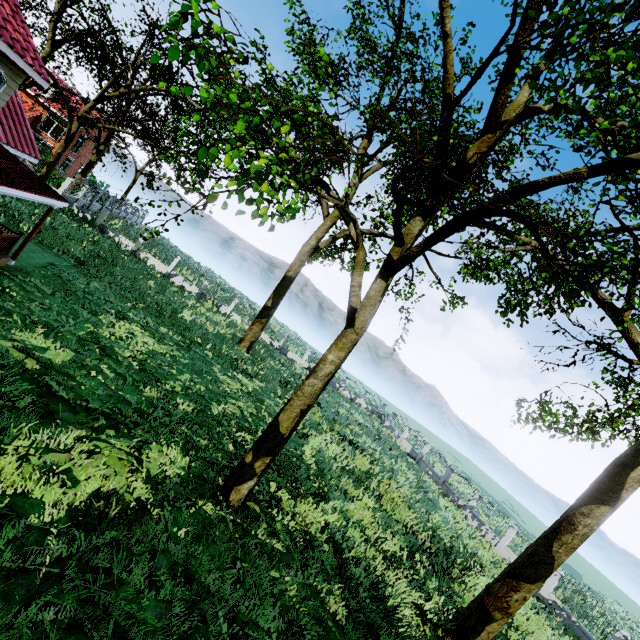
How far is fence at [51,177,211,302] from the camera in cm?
2612

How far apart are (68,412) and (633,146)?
16.1 meters

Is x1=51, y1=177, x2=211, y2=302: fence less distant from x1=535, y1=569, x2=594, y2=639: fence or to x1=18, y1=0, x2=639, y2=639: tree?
x1=18, y1=0, x2=639, y2=639: tree

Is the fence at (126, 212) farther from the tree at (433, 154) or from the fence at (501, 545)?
the fence at (501, 545)

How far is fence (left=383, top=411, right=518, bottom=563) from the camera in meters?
22.1

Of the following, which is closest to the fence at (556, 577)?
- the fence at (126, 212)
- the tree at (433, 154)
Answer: the tree at (433, 154)
